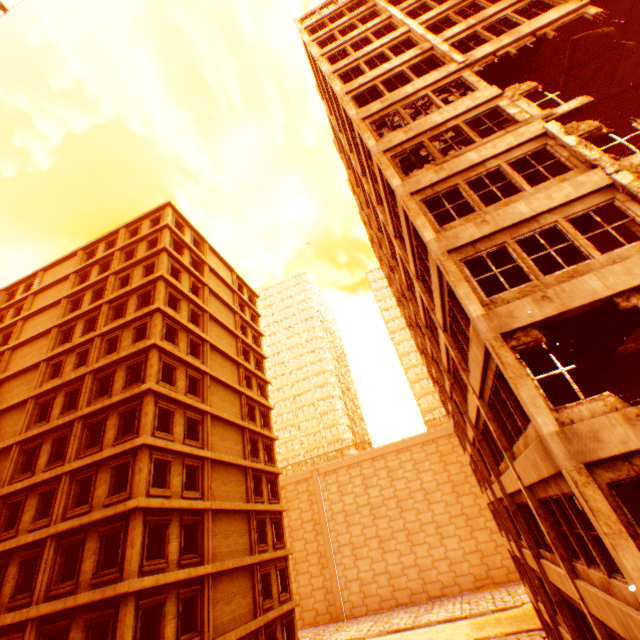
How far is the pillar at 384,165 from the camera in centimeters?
1177cm

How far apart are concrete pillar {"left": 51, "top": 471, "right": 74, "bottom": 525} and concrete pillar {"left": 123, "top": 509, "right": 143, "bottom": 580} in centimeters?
439cm

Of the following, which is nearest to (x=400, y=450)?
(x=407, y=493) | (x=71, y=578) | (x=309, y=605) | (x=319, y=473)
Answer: (x=407, y=493)

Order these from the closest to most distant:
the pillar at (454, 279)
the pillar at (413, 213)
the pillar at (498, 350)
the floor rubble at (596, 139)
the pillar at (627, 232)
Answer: the pillar at (498, 350) → the pillar at (454, 279) → the pillar at (413, 213) → the floor rubble at (596, 139) → the pillar at (627, 232)

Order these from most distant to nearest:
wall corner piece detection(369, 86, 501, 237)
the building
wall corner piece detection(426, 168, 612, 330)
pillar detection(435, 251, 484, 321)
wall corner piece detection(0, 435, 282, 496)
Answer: the building < wall corner piece detection(0, 435, 282, 496) < wall corner piece detection(369, 86, 501, 237) < wall corner piece detection(426, 168, 612, 330) < pillar detection(435, 251, 484, 321)

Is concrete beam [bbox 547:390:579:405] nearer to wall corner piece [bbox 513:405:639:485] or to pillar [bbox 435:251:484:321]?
wall corner piece [bbox 513:405:639:485]

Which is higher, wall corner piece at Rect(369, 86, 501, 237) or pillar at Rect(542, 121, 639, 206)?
wall corner piece at Rect(369, 86, 501, 237)

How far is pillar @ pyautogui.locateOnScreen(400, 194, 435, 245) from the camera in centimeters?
1006cm
